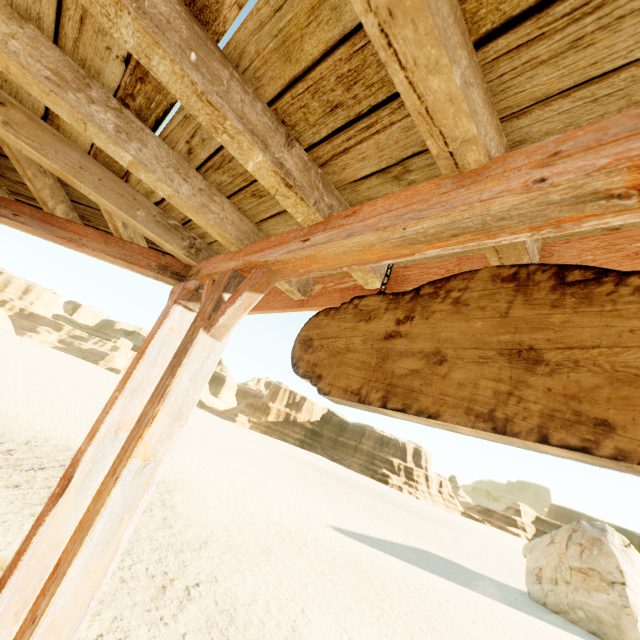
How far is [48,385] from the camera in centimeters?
1877cm

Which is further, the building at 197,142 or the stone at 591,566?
the stone at 591,566

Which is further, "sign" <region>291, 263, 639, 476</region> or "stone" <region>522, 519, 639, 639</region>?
"stone" <region>522, 519, 639, 639</region>

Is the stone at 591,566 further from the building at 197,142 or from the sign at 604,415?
the sign at 604,415

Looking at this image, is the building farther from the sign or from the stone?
the stone

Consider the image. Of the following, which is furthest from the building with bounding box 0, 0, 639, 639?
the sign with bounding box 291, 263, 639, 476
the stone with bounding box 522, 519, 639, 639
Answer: the stone with bounding box 522, 519, 639, 639
